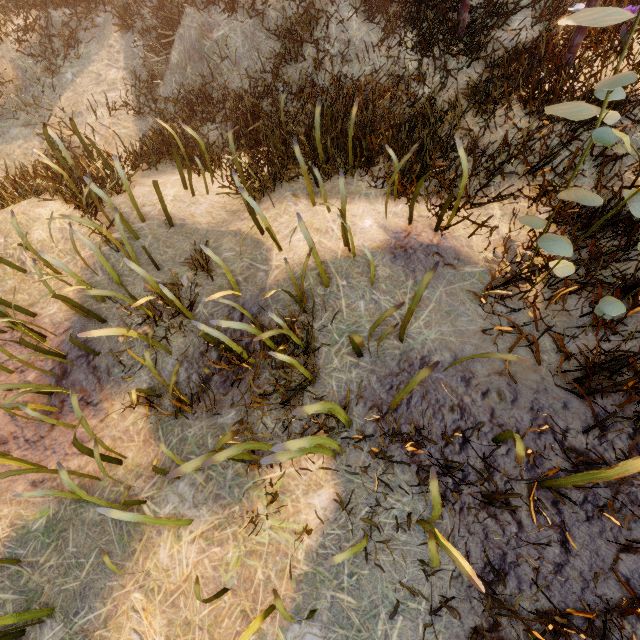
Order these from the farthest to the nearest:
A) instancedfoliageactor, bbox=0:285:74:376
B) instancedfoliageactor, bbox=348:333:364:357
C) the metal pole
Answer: the metal pole
instancedfoliageactor, bbox=0:285:74:376
instancedfoliageactor, bbox=348:333:364:357

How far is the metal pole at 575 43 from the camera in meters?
4.7

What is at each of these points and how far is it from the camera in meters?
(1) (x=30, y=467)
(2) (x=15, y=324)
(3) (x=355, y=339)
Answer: (1) instancedfoliageactor, 3.2 m
(2) instancedfoliageactor, 3.7 m
(3) instancedfoliageactor, 2.5 m

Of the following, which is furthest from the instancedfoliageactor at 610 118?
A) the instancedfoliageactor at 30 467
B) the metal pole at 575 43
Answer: the metal pole at 575 43

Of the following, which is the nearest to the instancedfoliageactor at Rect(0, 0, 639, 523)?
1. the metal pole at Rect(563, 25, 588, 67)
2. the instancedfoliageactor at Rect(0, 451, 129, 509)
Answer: the instancedfoliageactor at Rect(0, 451, 129, 509)

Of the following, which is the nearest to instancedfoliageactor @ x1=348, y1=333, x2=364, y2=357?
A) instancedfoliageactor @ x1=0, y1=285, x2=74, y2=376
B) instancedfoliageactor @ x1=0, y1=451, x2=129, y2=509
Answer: instancedfoliageactor @ x1=0, y1=451, x2=129, y2=509

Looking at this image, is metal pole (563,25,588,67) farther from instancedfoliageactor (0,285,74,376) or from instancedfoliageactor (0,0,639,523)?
instancedfoliageactor (0,0,639,523)
